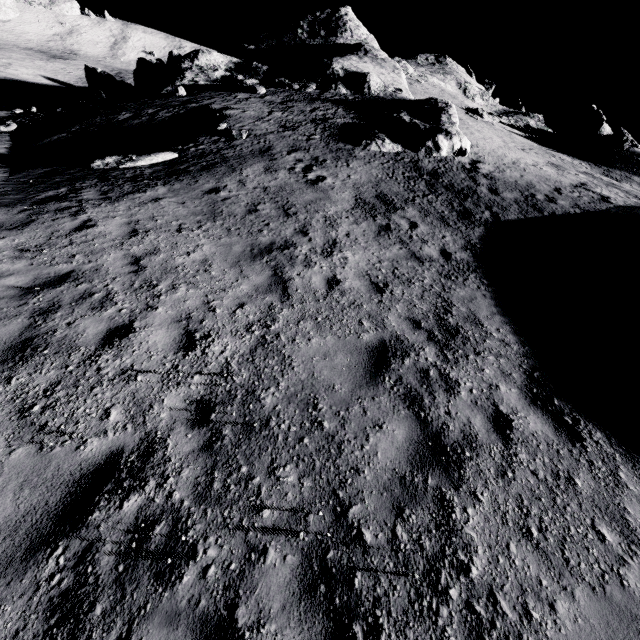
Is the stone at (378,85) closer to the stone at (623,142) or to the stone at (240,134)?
the stone at (240,134)

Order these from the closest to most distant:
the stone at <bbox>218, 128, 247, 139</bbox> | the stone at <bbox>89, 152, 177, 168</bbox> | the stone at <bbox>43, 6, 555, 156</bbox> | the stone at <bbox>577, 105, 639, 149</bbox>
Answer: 1. the stone at <bbox>89, 152, 177, 168</bbox>
2. the stone at <bbox>218, 128, 247, 139</bbox>
3. the stone at <bbox>43, 6, 555, 156</bbox>
4. the stone at <bbox>577, 105, 639, 149</bbox>

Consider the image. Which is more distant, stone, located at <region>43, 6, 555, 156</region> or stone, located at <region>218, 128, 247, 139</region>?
stone, located at <region>43, 6, 555, 156</region>

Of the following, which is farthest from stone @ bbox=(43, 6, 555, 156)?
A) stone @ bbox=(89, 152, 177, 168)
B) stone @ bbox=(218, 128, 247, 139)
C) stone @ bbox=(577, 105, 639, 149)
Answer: stone @ bbox=(577, 105, 639, 149)

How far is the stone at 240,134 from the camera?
15.10m

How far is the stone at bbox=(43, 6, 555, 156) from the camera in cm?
1841

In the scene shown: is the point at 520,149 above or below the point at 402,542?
above

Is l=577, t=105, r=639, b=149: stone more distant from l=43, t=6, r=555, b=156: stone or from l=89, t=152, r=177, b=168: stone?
l=89, t=152, r=177, b=168: stone
